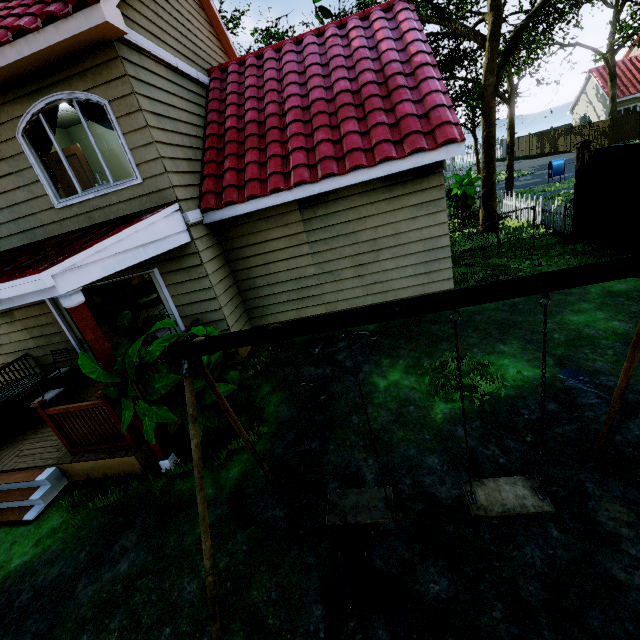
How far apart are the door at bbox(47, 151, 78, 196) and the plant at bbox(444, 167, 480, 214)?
13.09m

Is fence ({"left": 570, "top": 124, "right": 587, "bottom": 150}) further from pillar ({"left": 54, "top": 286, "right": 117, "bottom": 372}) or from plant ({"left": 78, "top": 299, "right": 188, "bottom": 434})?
pillar ({"left": 54, "top": 286, "right": 117, "bottom": 372})

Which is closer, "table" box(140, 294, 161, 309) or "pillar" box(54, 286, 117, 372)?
"pillar" box(54, 286, 117, 372)

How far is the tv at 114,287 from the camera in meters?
13.3

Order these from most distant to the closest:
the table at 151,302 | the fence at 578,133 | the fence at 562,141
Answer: the fence at 562,141 → the fence at 578,133 → the table at 151,302

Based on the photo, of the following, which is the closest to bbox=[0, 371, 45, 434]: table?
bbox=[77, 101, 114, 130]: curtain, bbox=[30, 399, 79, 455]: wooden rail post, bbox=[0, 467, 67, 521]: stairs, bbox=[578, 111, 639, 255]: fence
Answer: bbox=[0, 467, 67, 521]: stairs

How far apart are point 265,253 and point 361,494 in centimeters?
576cm

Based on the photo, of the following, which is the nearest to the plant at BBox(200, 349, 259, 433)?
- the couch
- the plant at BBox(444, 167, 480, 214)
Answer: the couch
